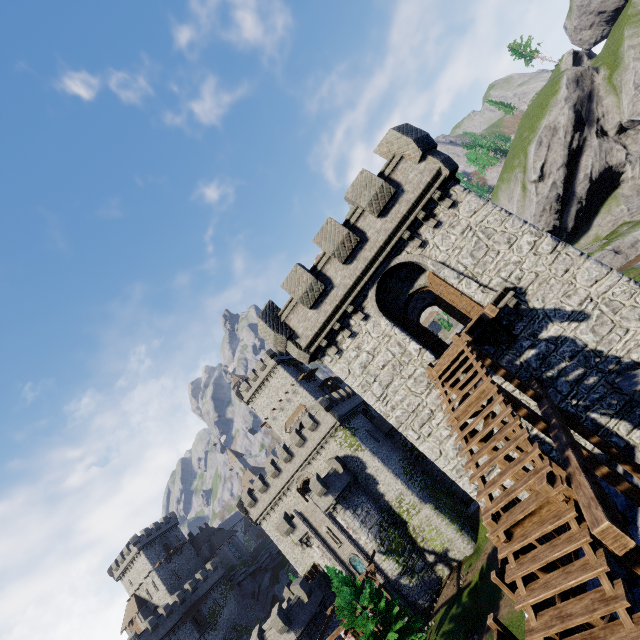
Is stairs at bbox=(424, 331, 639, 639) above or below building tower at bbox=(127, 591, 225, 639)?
below

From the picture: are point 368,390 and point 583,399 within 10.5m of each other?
yes

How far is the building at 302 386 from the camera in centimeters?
5644cm

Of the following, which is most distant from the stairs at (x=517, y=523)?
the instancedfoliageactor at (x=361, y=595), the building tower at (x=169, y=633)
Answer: the building tower at (x=169, y=633)

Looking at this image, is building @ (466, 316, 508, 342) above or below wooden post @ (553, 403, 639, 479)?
above

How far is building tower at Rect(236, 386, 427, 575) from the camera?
39.38m

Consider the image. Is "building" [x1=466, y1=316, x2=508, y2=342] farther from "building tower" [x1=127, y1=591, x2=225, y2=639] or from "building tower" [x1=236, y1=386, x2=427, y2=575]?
"building tower" [x1=127, y1=591, x2=225, y2=639]

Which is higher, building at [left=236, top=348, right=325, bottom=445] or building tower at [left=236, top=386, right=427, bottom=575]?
building at [left=236, top=348, right=325, bottom=445]
